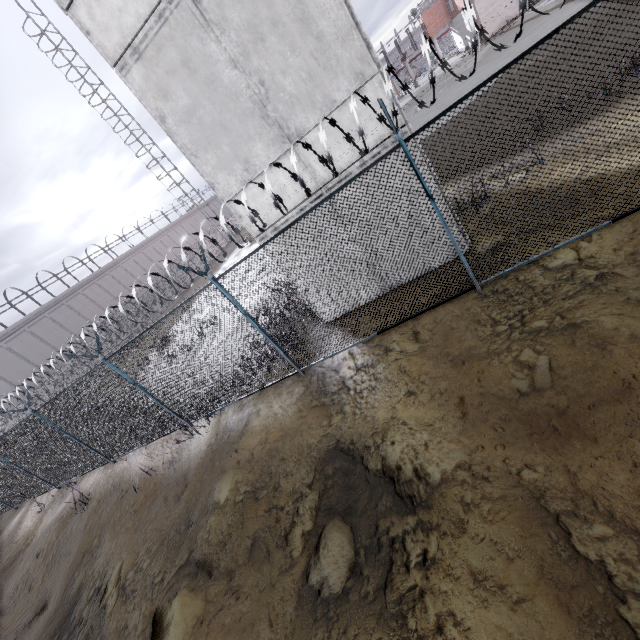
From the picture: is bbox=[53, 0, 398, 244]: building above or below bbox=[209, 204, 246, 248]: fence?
above

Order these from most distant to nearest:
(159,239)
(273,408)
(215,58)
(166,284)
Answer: (159,239) < (166,284) < (273,408) < (215,58)

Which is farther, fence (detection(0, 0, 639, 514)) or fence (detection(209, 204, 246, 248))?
fence (detection(209, 204, 246, 248))

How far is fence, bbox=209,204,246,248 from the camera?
5.2m

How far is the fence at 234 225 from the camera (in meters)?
5.15

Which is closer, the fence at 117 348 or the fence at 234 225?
the fence at 117 348

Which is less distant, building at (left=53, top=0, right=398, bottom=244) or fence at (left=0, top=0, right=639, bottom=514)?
fence at (left=0, top=0, right=639, bottom=514)
